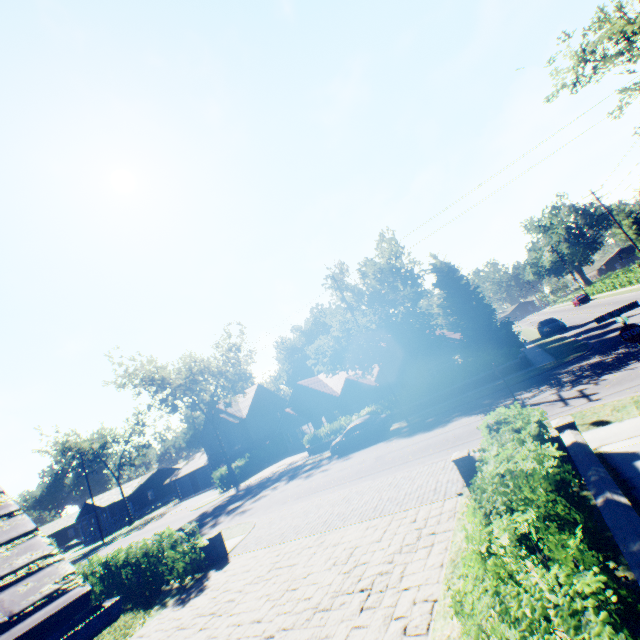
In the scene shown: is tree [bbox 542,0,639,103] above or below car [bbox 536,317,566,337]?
above

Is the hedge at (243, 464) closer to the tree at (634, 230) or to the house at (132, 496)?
the tree at (634, 230)

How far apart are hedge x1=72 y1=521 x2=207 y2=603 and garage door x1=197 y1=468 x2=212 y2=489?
37.07m

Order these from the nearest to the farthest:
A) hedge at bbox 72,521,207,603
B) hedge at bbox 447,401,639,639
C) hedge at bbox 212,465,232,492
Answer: hedge at bbox 447,401,639,639
hedge at bbox 72,521,207,603
hedge at bbox 212,465,232,492

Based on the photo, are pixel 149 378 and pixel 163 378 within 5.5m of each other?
yes

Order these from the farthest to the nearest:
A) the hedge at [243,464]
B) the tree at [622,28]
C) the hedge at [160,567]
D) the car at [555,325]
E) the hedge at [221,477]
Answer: the hedge at [243,464] < the hedge at [221,477] < the car at [555,325] < the tree at [622,28] < the hedge at [160,567]

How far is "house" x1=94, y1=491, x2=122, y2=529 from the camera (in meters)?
54.75

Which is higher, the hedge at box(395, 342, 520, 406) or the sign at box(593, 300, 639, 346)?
the sign at box(593, 300, 639, 346)
